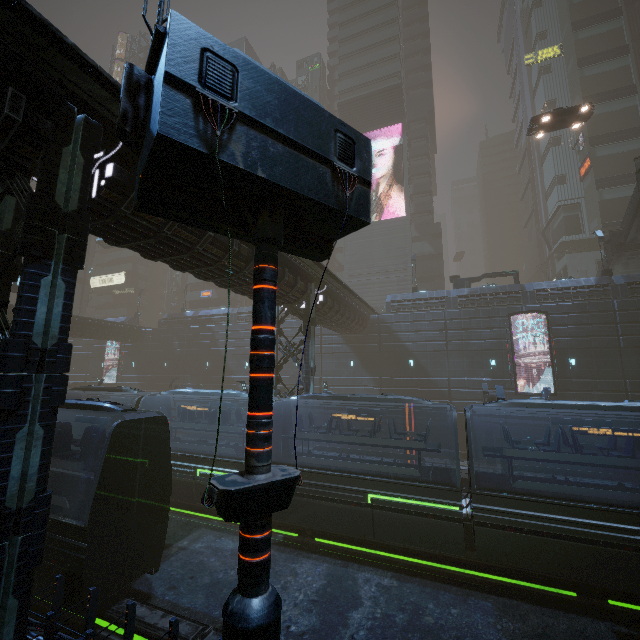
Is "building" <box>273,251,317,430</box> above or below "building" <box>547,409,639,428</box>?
above

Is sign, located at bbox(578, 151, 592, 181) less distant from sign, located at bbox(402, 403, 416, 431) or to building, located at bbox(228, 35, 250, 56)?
building, located at bbox(228, 35, 250, 56)

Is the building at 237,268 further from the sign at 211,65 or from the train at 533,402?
the train at 533,402

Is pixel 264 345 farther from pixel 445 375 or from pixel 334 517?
pixel 445 375

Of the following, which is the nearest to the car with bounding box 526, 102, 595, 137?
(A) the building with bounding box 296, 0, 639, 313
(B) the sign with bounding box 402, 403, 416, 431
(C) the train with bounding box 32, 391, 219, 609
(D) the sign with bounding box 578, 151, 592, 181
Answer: (A) the building with bounding box 296, 0, 639, 313

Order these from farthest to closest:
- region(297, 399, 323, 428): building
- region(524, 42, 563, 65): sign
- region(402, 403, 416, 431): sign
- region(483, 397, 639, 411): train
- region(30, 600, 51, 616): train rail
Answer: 1. region(524, 42, 563, 65): sign
2. region(297, 399, 323, 428): building
3. region(402, 403, 416, 431): sign
4. region(483, 397, 639, 411): train
5. region(30, 600, 51, 616): train rail

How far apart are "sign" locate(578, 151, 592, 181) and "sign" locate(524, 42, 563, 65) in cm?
1780

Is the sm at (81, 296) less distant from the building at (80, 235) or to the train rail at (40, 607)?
the building at (80, 235)
